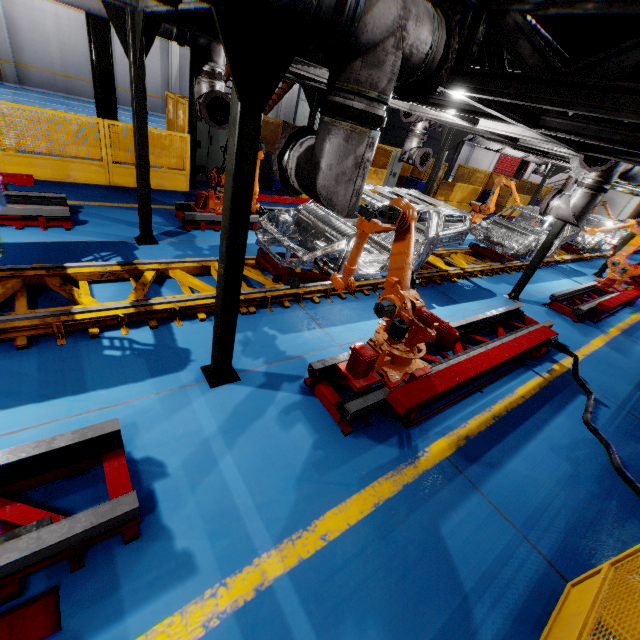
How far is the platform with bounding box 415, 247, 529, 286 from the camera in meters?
8.1

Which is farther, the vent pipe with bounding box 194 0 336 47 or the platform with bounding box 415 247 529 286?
the platform with bounding box 415 247 529 286

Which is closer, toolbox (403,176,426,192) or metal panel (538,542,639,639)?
metal panel (538,542,639,639)

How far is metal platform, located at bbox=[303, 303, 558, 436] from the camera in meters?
3.6 m

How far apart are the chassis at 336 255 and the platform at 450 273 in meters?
0.0

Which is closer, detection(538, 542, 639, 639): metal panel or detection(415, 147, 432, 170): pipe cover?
detection(538, 542, 639, 639): metal panel

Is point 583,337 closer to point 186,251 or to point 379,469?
point 379,469

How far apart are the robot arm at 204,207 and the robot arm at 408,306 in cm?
172
